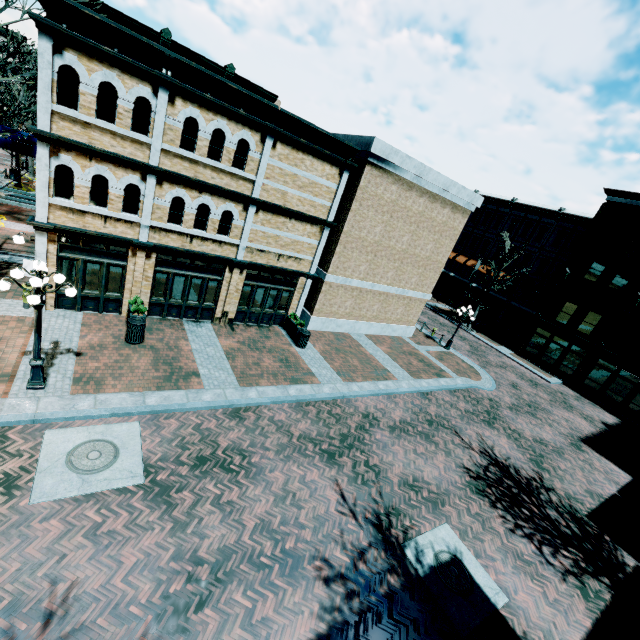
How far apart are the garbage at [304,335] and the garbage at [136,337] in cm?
681

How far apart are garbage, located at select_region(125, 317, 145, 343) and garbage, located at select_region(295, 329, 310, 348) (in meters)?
6.81

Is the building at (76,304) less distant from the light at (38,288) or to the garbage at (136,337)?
the garbage at (136,337)

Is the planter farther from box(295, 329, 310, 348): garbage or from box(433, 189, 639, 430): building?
box(433, 189, 639, 430): building

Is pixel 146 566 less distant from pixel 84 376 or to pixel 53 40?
pixel 84 376

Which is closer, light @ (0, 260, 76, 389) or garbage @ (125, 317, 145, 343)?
light @ (0, 260, 76, 389)

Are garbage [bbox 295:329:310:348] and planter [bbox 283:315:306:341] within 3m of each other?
yes

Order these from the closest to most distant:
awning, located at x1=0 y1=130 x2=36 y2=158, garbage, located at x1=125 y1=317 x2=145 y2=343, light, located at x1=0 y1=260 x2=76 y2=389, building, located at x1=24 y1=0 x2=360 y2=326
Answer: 1. light, located at x1=0 y1=260 x2=76 y2=389
2. building, located at x1=24 y1=0 x2=360 y2=326
3. garbage, located at x1=125 y1=317 x2=145 y2=343
4. awning, located at x1=0 y1=130 x2=36 y2=158
